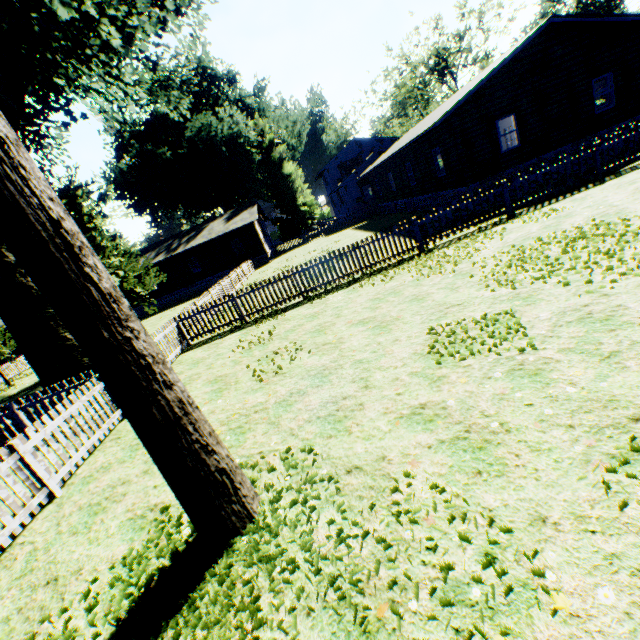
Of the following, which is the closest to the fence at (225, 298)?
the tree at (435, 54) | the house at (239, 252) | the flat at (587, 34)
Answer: the house at (239, 252)

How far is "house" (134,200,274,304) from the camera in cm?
3269

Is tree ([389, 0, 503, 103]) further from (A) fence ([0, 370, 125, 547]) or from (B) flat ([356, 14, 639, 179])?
(B) flat ([356, 14, 639, 179])

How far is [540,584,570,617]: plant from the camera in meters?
2.0

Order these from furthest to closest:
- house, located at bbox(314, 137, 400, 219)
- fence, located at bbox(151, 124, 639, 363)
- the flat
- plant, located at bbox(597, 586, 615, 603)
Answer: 1. house, located at bbox(314, 137, 400, 219)
2. the flat
3. fence, located at bbox(151, 124, 639, 363)
4. plant, located at bbox(597, 586, 615, 603)

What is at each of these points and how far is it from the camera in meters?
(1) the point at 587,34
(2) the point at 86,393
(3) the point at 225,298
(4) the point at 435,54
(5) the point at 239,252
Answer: (1) flat, 15.3
(2) fence, 7.3
(3) fence, 12.6
(4) tree, 45.8
(5) house, 43.0

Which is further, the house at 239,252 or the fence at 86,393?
the house at 239,252

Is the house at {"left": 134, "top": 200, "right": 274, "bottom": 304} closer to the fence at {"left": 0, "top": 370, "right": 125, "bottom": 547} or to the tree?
the fence at {"left": 0, "top": 370, "right": 125, "bottom": 547}
